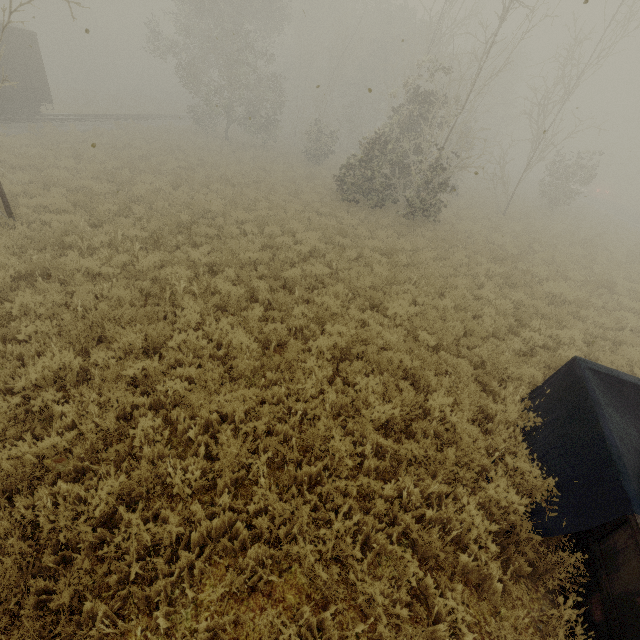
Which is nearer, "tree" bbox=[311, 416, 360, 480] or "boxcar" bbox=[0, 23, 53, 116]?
"tree" bbox=[311, 416, 360, 480]

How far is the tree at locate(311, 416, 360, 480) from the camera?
4.5 meters

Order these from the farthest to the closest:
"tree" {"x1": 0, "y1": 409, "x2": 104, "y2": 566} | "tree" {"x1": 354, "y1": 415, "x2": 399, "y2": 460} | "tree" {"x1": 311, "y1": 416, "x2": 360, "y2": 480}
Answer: "tree" {"x1": 354, "y1": 415, "x2": 399, "y2": 460} → "tree" {"x1": 311, "y1": 416, "x2": 360, "y2": 480} → "tree" {"x1": 0, "y1": 409, "x2": 104, "y2": 566}

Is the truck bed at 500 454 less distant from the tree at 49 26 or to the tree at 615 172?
the tree at 49 26

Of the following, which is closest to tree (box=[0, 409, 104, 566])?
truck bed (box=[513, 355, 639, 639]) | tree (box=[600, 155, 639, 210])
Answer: truck bed (box=[513, 355, 639, 639])

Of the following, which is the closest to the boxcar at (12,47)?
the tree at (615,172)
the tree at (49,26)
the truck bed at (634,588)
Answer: the tree at (49,26)

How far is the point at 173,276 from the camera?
7.5 meters

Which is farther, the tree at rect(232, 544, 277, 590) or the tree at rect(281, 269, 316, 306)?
the tree at rect(281, 269, 316, 306)
